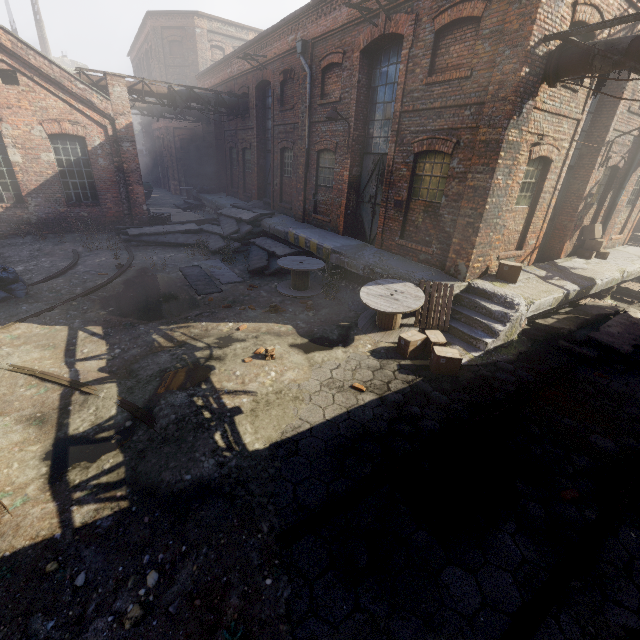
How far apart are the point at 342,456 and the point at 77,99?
17.2 meters

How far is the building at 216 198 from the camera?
20.4m

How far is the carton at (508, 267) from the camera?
8.5m

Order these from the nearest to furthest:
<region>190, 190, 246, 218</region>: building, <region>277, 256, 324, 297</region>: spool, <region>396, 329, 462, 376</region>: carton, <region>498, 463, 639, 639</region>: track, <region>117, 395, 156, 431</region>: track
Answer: <region>498, 463, 639, 639</region>: track, <region>117, 395, 156, 431</region>: track, <region>396, 329, 462, 376</region>: carton, <region>277, 256, 324, 297</region>: spool, <region>190, 190, 246, 218</region>: building

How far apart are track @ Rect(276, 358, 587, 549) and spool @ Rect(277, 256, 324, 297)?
6.1 meters

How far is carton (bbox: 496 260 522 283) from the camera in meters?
8.5

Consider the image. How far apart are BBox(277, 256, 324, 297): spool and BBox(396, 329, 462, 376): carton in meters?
3.8 m

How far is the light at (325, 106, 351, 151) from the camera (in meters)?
10.38
